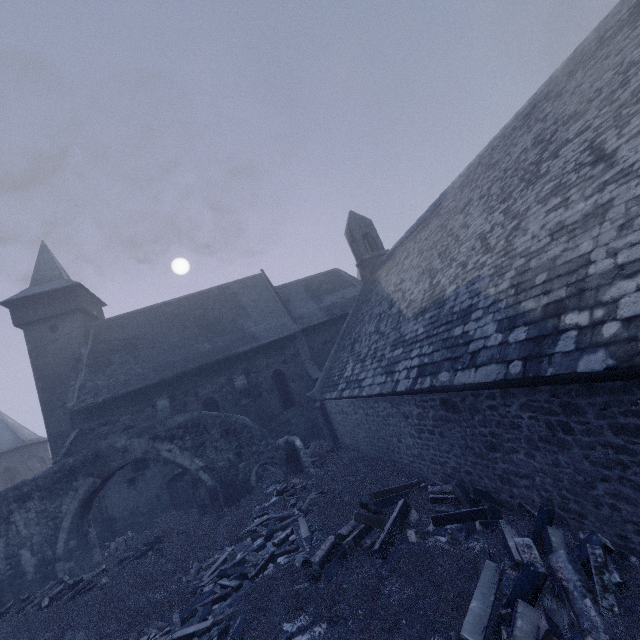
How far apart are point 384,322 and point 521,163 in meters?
6.5 m

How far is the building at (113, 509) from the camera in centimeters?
1608cm

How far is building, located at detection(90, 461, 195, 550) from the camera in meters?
16.1

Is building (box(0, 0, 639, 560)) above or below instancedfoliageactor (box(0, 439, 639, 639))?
above

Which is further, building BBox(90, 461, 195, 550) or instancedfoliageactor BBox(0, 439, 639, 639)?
building BBox(90, 461, 195, 550)

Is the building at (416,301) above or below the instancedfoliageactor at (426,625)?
above

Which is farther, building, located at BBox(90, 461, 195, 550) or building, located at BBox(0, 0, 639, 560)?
building, located at BBox(90, 461, 195, 550)
